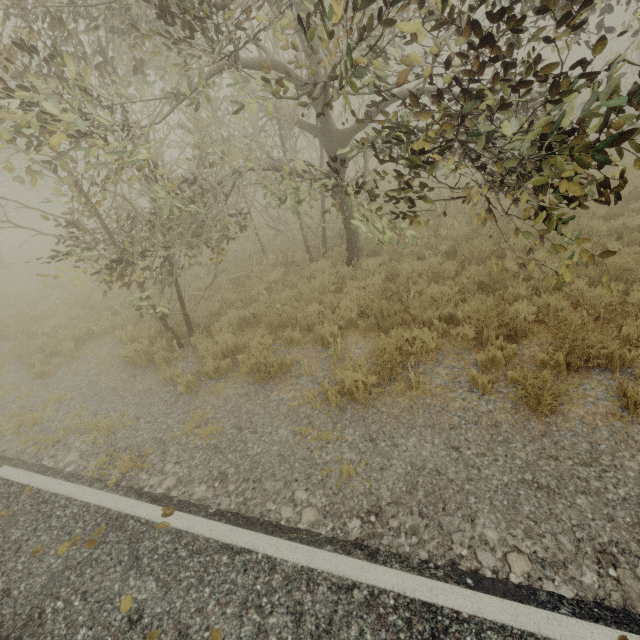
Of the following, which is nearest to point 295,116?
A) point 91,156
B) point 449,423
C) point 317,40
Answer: point 317,40

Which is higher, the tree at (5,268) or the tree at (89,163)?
the tree at (89,163)

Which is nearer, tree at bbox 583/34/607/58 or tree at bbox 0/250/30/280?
tree at bbox 583/34/607/58

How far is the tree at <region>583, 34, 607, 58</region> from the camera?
2.2 meters

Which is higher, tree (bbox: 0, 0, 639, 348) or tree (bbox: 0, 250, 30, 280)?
tree (bbox: 0, 0, 639, 348)

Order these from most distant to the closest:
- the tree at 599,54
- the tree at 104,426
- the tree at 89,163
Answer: the tree at 104,426
the tree at 89,163
the tree at 599,54
